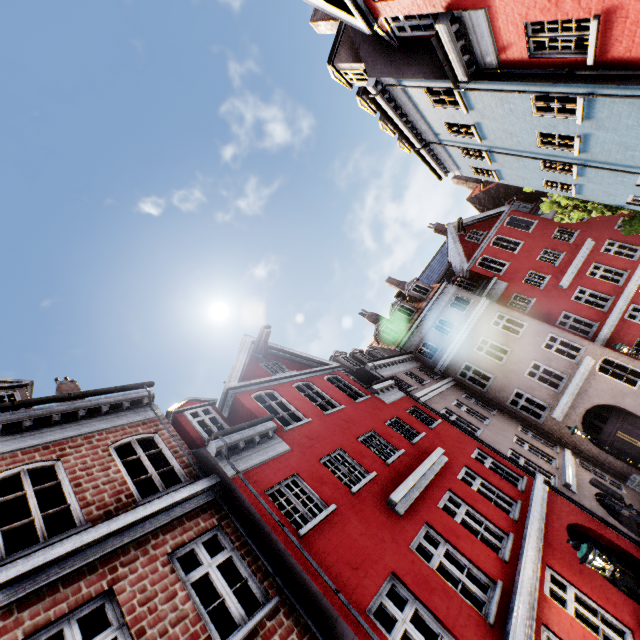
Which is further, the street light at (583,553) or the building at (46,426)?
the street light at (583,553)

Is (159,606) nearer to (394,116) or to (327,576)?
(327,576)

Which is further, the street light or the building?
the street light
